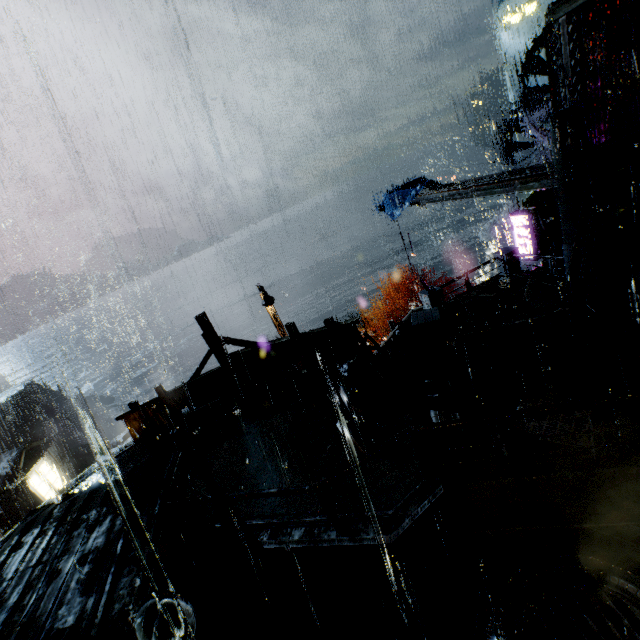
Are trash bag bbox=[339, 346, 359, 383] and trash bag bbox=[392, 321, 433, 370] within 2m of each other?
yes

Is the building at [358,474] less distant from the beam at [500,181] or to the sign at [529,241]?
the beam at [500,181]

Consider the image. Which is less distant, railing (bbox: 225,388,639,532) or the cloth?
railing (bbox: 225,388,639,532)

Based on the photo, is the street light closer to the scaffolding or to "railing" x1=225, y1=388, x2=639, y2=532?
"railing" x1=225, y1=388, x2=639, y2=532

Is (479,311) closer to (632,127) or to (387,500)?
(632,127)

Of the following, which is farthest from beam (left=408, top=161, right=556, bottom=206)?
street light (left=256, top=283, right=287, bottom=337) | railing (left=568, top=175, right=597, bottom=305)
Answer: street light (left=256, top=283, right=287, bottom=337)

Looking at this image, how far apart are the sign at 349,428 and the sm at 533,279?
10.0m

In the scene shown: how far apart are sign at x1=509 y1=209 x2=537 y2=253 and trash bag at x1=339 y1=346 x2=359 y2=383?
15.8 meters
